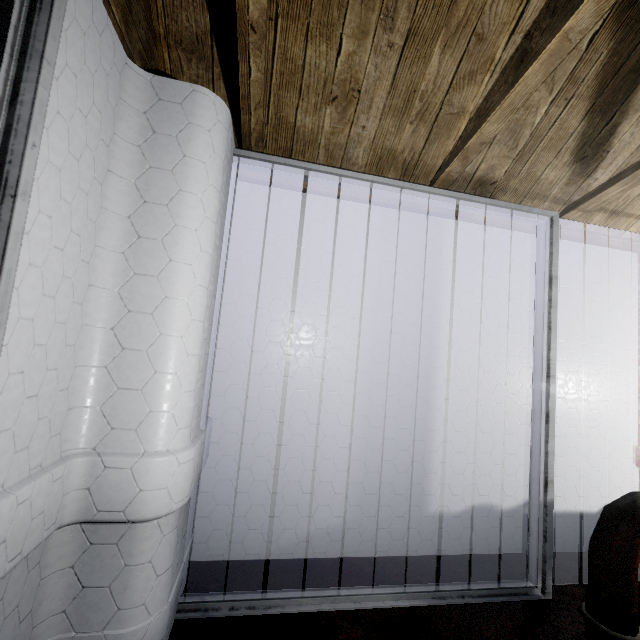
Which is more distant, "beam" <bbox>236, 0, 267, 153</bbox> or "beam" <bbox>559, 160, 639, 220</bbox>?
"beam" <bbox>559, 160, 639, 220</bbox>

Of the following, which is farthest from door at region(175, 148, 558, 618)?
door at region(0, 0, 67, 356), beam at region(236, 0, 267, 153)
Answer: door at region(0, 0, 67, 356)

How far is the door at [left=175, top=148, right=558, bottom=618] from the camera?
1.4m

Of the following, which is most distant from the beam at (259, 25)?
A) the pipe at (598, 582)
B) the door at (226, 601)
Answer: the pipe at (598, 582)

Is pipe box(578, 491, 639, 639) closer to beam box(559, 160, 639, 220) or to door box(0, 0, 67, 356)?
beam box(559, 160, 639, 220)

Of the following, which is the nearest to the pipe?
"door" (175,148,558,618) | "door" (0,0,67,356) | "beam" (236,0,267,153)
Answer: "door" (175,148,558,618)

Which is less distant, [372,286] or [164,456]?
[164,456]

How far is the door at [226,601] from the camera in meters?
1.4 m
